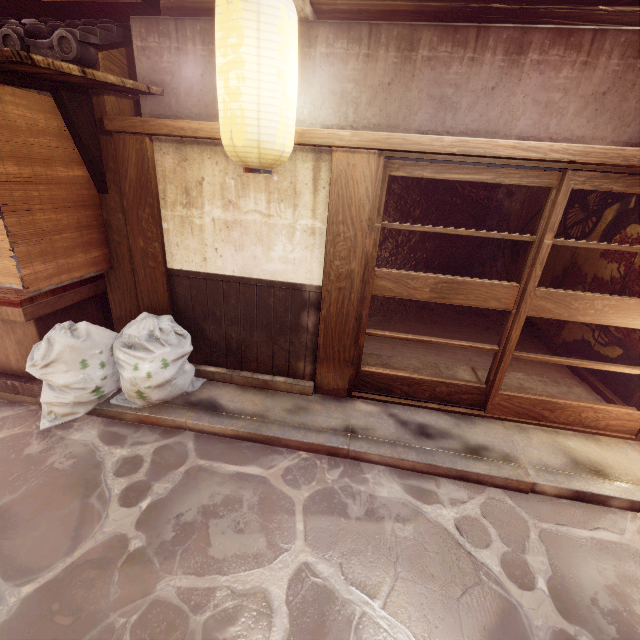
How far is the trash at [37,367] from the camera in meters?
5.9

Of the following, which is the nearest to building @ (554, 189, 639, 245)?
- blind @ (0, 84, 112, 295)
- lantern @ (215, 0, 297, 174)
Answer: lantern @ (215, 0, 297, 174)

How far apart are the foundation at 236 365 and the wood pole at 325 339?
0.0m

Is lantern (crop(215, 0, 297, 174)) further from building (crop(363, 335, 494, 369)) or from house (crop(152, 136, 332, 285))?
building (crop(363, 335, 494, 369))

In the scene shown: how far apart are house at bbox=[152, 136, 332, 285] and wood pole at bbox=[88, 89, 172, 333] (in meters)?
0.01

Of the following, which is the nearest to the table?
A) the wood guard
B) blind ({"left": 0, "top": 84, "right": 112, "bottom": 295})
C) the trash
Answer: the trash

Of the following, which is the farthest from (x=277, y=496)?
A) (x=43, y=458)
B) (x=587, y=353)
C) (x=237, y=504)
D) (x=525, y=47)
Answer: (x=587, y=353)

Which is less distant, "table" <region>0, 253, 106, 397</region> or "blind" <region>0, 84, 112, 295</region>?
"blind" <region>0, 84, 112, 295</region>
